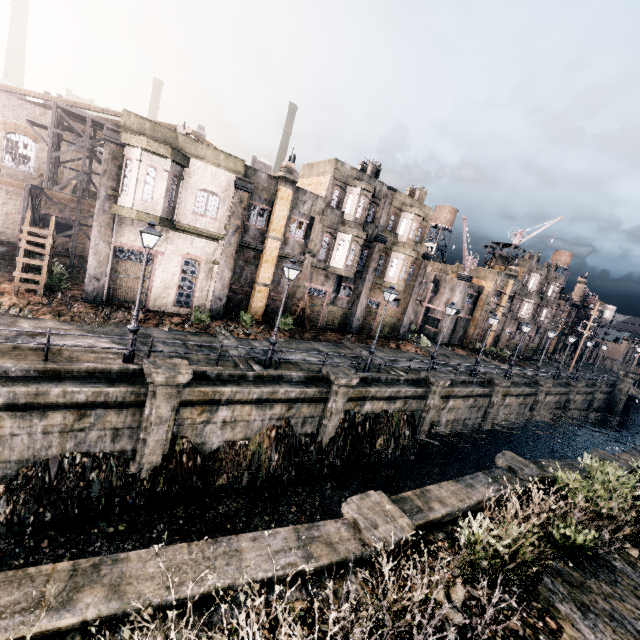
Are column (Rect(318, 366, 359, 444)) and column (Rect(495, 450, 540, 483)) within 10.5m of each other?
yes

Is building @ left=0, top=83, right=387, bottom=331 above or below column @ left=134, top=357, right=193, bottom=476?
above

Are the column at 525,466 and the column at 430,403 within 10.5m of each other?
yes

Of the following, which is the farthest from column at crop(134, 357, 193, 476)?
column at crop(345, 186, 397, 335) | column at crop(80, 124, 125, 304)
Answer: column at crop(345, 186, 397, 335)

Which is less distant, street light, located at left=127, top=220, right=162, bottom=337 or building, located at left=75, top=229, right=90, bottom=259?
street light, located at left=127, top=220, right=162, bottom=337

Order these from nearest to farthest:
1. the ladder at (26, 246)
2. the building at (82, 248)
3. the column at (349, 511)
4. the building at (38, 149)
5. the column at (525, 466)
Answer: the column at (349, 511), the column at (525, 466), the ladder at (26, 246), the building at (38, 149), the building at (82, 248)

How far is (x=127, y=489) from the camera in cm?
1275

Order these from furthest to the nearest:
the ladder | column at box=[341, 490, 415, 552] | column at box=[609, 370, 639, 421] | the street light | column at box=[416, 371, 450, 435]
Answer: column at box=[609, 370, 639, 421], column at box=[416, 371, 450, 435], the ladder, the street light, column at box=[341, 490, 415, 552]
